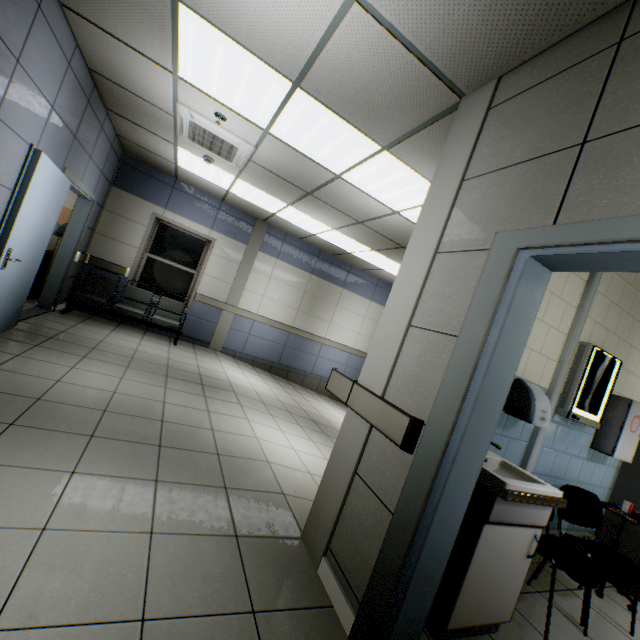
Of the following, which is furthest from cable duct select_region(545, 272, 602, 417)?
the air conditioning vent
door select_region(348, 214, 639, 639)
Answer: the air conditioning vent

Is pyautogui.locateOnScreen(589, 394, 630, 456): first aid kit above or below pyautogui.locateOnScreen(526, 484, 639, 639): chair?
above

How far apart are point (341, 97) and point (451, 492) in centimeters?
297cm

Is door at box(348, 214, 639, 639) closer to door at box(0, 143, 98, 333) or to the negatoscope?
the negatoscope

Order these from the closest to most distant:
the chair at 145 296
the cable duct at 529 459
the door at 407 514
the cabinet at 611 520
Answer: the door at 407 514 < the cable duct at 529 459 < the cabinet at 611 520 < the chair at 145 296

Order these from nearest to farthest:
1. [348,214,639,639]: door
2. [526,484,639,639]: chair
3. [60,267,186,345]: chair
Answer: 1. [348,214,639,639]: door
2. [526,484,639,639]: chair
3. [60,267,186,345]: chair

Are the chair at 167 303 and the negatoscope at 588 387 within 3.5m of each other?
no

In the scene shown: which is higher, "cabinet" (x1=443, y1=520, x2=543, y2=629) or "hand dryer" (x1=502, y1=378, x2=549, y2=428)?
"hand dryer" (x1=502, y1=378, x2=549, y2=428)
